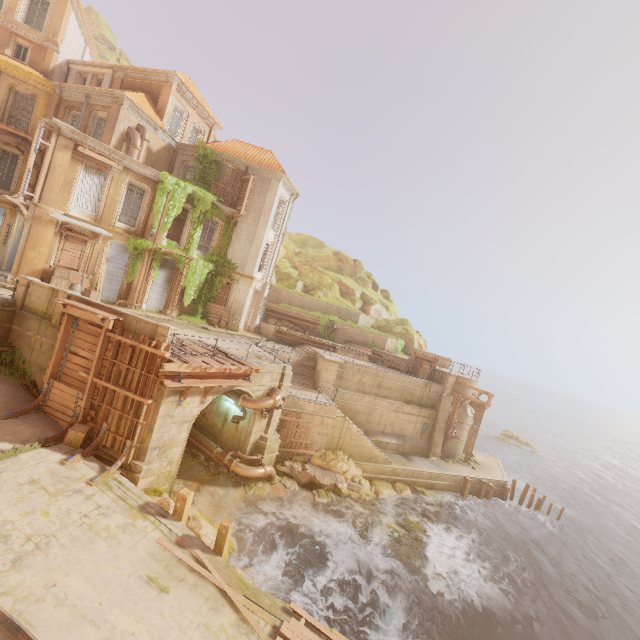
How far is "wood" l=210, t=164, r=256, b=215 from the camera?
23.8m

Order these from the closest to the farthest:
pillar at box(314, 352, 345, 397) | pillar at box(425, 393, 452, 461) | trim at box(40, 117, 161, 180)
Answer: trim at box(40, 117, 161, 180)
pillar at box(314, 352, 345, 397)
pillar at box(425, 393, 452, 461)

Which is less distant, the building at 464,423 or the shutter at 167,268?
the shutter at 167,268

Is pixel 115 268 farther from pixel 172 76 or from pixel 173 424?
pixel 172 76

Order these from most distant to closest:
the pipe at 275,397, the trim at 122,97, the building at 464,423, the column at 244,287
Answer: the building at 464,423
the column at 244,287
the trim at 122,97
the pipe at 275,397

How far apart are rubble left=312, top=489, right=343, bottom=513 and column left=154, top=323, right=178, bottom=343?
11.5 meters

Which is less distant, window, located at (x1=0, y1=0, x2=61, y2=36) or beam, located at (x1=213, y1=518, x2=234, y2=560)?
beam, located at (x1=213, y1=518, x2=234, y2=560)

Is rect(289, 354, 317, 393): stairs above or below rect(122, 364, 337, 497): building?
above
